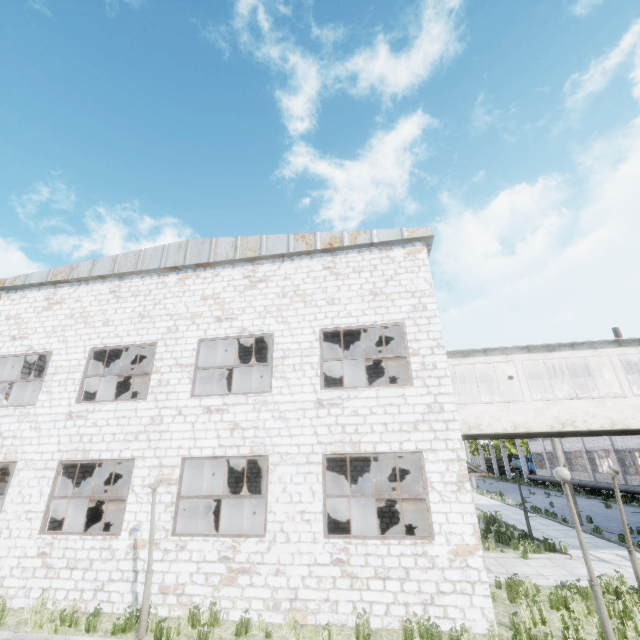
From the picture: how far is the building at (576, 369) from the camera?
14.64m

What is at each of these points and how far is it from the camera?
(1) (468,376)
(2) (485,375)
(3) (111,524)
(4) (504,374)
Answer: (1) building, 15.4m
(2) building, 15.3m
(3) brick, 17.9m
(4) building, 15.2m

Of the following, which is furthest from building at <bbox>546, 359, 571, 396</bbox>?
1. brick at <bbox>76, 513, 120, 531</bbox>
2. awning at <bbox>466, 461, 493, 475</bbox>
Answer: brick at <bbox>76, 513, 120, 531</bbox>

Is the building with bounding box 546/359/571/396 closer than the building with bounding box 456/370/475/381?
Yes

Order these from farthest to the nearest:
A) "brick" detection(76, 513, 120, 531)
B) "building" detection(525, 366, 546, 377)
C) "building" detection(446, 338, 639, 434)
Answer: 1. "brick" detection(76, 513, 120, 531)
2. "building" detection(525, 366, 546, 377)
3. "building" detection(446, 338, 639, 434)

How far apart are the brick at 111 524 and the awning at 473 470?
17.45m
